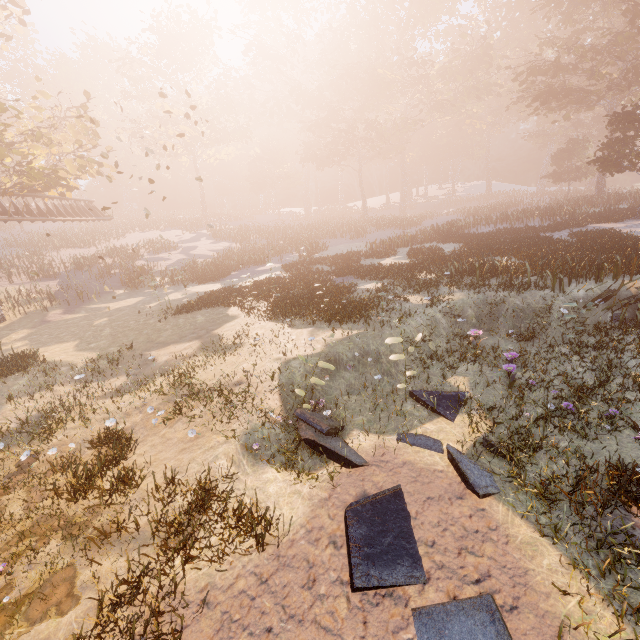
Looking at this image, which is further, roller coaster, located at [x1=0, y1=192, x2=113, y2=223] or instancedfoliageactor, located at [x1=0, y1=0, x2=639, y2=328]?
roller coaster, located at [x1=0, y1=192, x2=113, y2=223]

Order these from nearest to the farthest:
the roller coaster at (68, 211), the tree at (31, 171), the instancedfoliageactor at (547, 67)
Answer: the instancedfoliageactor at (547, 67) → the tree at (31, 171) → the roller coaster at (68, 211)

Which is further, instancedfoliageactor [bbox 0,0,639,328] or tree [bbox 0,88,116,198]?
tree [bbox 0,88,116,198]

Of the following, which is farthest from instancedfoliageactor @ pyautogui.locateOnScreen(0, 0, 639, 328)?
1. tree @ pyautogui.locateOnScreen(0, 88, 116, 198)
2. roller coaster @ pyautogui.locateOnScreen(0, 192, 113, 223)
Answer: roller coaster @ pyautogui.locateOnScreen(0, 192, 113, 223)

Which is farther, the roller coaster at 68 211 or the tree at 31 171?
the roller coaster at 68 211

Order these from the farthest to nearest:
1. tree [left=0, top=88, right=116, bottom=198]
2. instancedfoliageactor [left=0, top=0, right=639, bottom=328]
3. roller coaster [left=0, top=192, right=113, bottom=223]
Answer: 1. roller coaster [left=0, top=192, right=113, bottom=223]
2. tree [left=0, top=88, right=116, bottom=198]
3. instancedfoliageactor [left=0, top=0, right=639, bottom=328]

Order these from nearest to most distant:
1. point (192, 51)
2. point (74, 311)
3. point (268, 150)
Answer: point (74, 311) < point (192, 51) < point (268, 150)
